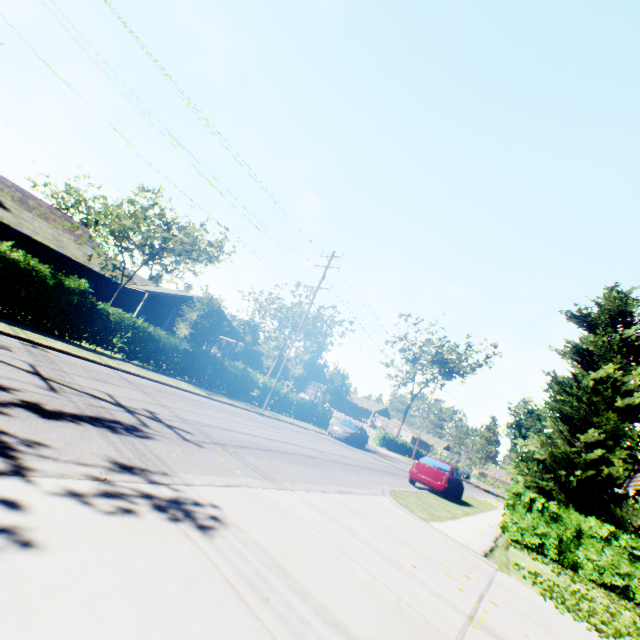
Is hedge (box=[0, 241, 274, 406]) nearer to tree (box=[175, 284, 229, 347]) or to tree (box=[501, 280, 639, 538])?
tree (box=[501, 280, 639, 538])

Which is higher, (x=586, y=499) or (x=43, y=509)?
(x=586, y=499)

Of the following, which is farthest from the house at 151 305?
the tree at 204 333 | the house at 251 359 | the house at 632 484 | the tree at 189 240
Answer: the house at 632 484

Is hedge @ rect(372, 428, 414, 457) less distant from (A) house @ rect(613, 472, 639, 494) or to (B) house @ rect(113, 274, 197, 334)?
(A) house @ rect(613, 472, 639, 494)

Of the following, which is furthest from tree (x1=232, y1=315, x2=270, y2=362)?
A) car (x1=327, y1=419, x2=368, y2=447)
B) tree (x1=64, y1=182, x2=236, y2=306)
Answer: tree (x1=64, y1=182, x2=236, y2=306)

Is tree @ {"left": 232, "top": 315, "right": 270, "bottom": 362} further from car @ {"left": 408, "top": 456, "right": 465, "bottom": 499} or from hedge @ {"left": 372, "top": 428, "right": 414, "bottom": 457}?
car @ {"left": 408, "top": 456, "right": 465, "bottom": 499}

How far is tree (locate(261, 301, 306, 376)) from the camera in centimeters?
2708cm

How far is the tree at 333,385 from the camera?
33.75m
